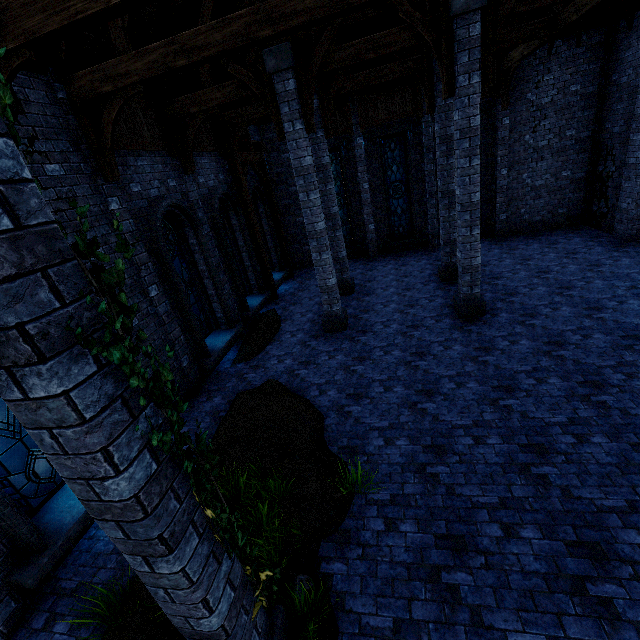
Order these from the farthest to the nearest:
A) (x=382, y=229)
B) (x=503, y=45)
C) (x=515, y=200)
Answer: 1. (x=382, y=229)
2. (x=515, y=200)
3. (x=503, y=45)

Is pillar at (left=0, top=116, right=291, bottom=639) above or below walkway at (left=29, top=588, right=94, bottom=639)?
above

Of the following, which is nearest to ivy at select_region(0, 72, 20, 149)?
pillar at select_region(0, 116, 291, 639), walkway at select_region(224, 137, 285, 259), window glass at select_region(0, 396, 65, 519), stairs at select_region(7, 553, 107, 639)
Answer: pillar at select_region(0, 116, 291, 639)

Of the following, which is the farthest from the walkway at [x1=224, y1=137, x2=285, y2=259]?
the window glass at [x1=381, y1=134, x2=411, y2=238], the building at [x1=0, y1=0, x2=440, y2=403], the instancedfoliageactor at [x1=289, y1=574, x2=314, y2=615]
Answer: the instancedfoliageactor at [x1=289, y1=574, x2=314, y2=615]

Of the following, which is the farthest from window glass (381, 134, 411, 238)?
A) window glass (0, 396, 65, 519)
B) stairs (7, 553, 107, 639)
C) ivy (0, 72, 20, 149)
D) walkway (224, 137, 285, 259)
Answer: ivy (0, 72, 20, 149)

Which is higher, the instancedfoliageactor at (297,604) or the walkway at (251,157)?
the walkway at (251,157)

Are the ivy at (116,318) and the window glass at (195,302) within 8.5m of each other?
yes

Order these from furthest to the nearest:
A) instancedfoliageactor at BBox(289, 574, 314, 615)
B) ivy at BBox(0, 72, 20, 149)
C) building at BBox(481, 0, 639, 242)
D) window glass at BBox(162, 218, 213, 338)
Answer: building at BBox(481, 0, 639, 242) < window glass at BBox(162, 218, 213, 338) < instancedfoliageactor at BBox(289, 574, 314, 615) < ivy at BBox(0, 72, 20, 149)
